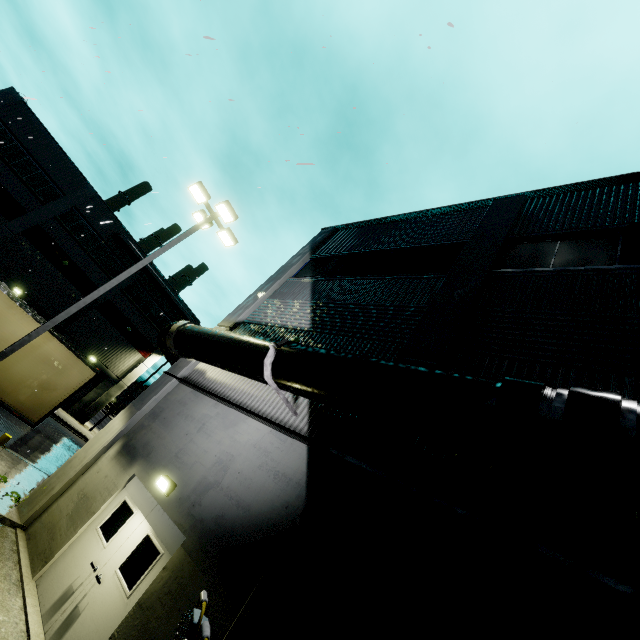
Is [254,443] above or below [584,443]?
below

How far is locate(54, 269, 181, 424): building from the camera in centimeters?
3012cm

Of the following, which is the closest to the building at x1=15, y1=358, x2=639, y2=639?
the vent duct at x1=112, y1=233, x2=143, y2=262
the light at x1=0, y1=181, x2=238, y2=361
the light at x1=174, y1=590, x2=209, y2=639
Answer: the vent duct at x1=112, y1=233, x2=143, y2=262

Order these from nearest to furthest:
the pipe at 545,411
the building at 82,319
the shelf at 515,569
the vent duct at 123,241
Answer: the shelf at 515,569 < the pipe at 545,411 < the building at 82,319 < the vent duct at 123,241

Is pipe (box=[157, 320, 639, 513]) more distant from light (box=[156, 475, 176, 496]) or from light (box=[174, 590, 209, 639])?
light (box=[156, 475, 176, 496])

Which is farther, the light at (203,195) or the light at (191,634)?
the light at (203,195)

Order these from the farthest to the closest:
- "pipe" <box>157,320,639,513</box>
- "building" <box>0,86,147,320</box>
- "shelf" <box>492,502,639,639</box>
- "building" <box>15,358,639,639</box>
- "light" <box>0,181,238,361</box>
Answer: "building" <box>0,86,147,320</box> → "light" <box>0,181,238,361</box> → "building" <box>15,358,639,639</box> → "pipe" <box>157,320,639,513</box> → "shelf" <box>492,502,639,639</box>

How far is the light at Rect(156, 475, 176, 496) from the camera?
6.89m
